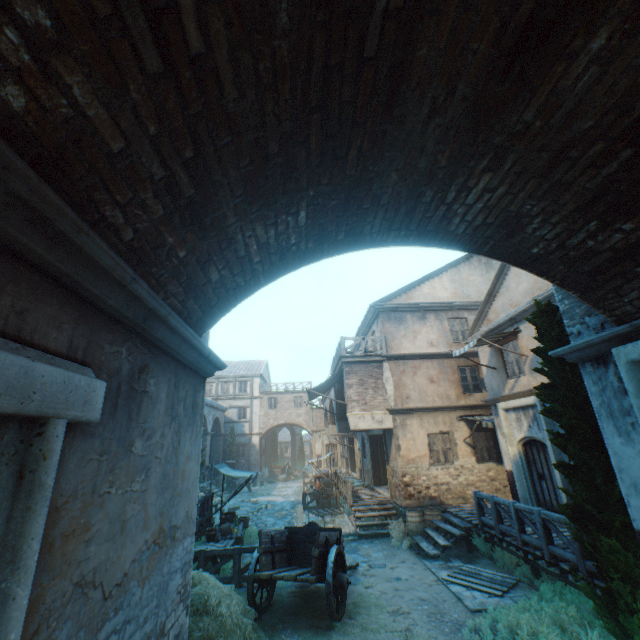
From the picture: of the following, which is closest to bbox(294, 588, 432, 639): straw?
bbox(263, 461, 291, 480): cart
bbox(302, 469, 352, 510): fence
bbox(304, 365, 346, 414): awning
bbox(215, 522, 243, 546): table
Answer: bbox(215, 522, 243, 546): table

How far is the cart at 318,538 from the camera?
7.0 meters

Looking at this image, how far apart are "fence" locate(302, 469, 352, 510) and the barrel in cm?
669

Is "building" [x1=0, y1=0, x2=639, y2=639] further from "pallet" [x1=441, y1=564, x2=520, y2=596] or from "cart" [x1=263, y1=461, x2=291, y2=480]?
"cart" [x1=263, y1=461, x2=291, y2=480]

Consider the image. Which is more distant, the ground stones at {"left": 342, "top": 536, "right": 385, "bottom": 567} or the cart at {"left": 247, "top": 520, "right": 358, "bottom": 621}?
the ground stones at {"left": 342, "top": 536, "right": 385, "bottom": 567}

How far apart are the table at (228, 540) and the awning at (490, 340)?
10.19m

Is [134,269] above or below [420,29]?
below

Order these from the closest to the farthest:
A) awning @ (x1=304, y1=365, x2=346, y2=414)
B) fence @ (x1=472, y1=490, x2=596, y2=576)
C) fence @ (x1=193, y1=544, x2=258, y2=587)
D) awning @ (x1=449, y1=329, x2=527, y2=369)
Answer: fence @ (x1=472, y1=490, x2=596, y2=576) → fence @ (x1=193, y1=544, x2=258, y2=587) → awning @ (x1=449, y1=329, x2=527, y2=369) → awning @ (x1=304, y1=365, x2=346, y2=414)
